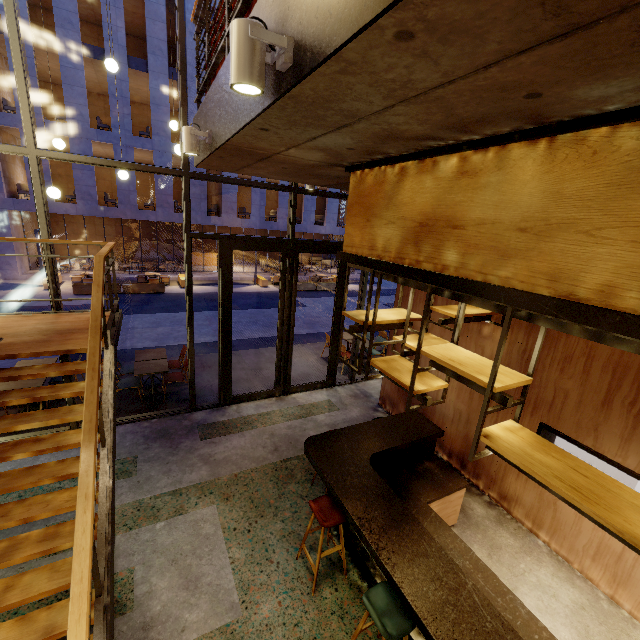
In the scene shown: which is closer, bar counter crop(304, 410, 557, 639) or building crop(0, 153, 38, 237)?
bar counter crop(304, 410, 557, 639)

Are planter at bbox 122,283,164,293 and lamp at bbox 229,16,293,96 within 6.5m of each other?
no

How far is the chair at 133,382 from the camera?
6.57m

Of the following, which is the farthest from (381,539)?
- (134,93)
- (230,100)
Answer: (134,93)

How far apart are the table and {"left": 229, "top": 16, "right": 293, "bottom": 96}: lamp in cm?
631

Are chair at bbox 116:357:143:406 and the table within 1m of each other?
yes

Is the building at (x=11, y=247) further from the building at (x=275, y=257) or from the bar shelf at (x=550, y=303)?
the bar shelf at (x=550, y=303)

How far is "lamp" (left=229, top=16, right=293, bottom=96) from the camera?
1.38m
